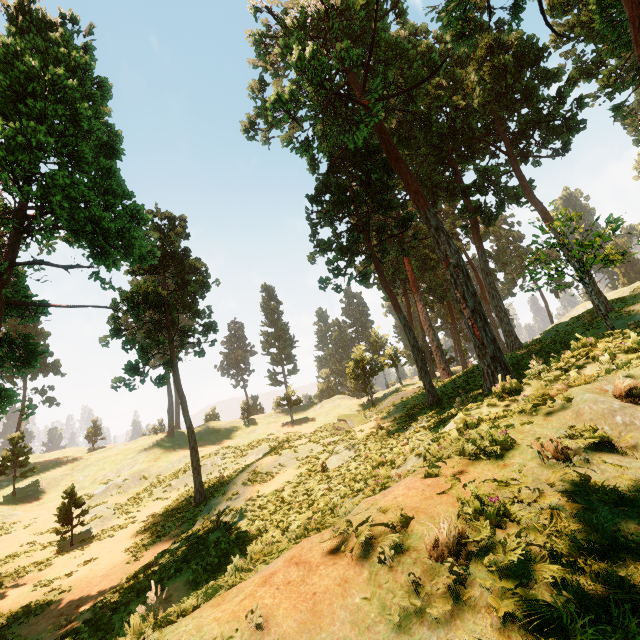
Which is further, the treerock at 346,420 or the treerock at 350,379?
the treerock at 350,379

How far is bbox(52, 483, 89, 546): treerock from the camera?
20.5m

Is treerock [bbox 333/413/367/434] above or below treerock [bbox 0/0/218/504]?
below

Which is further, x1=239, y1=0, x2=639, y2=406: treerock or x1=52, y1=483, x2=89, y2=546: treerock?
x1=52, y1=483, x2=89, y2=546: treerock

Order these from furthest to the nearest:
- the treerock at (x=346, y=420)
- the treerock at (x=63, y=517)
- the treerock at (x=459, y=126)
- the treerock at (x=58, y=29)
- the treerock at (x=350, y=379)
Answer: the treerock at (x=350, y=379) < the treerock at (x=346, y=420) < the treerock at (x=63, y=517) < the treerock at (x=459, y=126) < the treerock at (x=58, y=29)

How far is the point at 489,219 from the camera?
28.58m
